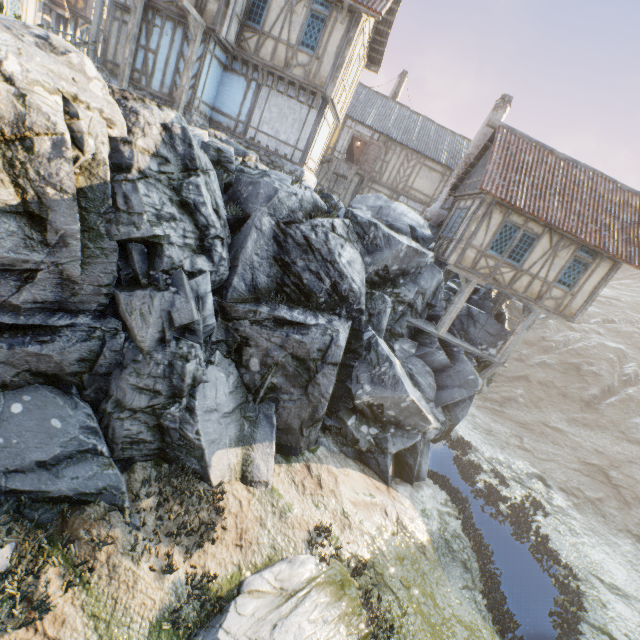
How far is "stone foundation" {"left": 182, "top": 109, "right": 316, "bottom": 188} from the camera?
13.9m

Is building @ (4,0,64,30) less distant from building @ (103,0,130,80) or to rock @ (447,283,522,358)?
→ rock @ (447,283,522,358)

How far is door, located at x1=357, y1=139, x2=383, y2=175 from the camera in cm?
2300

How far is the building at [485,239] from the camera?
13.1m

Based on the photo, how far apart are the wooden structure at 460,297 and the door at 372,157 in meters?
12.4

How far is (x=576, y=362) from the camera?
32.1 meters

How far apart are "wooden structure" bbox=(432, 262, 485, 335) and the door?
12.4m

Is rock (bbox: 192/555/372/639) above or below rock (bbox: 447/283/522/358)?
below
